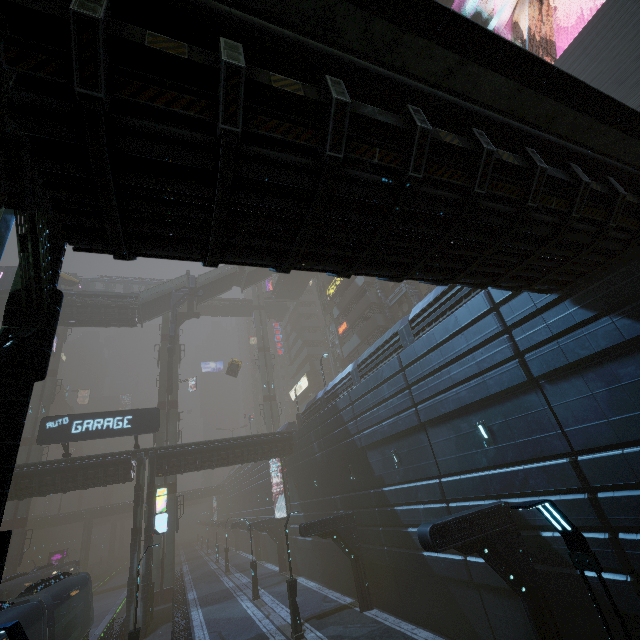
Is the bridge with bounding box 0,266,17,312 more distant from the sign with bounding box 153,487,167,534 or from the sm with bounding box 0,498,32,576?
the sign with bounding box 153,487,167,534

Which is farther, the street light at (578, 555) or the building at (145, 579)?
the building at (145, 579)

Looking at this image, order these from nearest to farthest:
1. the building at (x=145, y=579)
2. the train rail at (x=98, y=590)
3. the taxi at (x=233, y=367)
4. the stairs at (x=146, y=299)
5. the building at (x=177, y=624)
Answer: the building at (x=177, y=624) → the building at (x=145, y=579) → the train rail at (x=98, y=590) → the stairs at (x=146, y=299) → the taxi at (x=233, y=367)

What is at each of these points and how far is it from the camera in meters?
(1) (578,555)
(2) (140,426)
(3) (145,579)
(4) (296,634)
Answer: (1) street light, 5.1
(2) sign, 25.4
(3) building, 23.1
(4) street light, 16.5

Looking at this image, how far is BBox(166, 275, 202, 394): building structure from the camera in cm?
3741

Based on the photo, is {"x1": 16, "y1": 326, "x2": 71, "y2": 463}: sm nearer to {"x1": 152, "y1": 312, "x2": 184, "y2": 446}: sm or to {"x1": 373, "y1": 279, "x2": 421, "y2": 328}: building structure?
{"x1": 152, "y1": 312, "x2": 184, "y2": 446}: sm

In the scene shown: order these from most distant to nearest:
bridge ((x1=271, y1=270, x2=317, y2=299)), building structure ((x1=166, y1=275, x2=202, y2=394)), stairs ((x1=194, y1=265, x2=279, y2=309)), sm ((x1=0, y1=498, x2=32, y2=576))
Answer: bridge ((x1=271, y1=270, x2=317, y2=299)), stairs ((x1=194, y1=265, x2=279, y2=309)), building structure ((x1=166, y1=275, x2=202, y2=394)), sm ((x1=0, y1=498, x2=32, y2=576))

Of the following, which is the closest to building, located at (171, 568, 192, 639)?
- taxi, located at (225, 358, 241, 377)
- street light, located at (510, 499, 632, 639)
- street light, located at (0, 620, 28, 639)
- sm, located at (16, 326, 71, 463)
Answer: sm, located at (16, 326, 71, 463)
